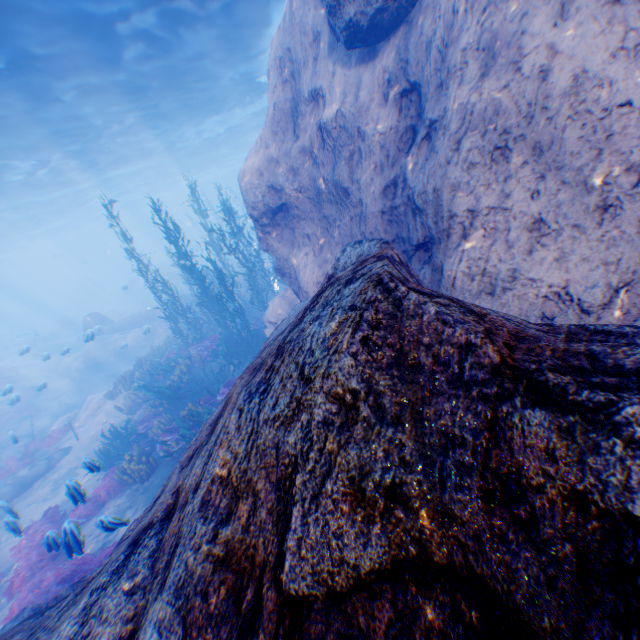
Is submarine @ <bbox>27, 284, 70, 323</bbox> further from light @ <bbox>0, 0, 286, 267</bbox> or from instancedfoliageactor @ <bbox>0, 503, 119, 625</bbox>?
instancedfoliageactor @ <bbox>0, 503, 119, 625</bbox>

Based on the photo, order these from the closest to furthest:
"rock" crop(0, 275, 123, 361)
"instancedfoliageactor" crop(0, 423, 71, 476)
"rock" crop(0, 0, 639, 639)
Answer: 1. "rock" crop(0, 0, 639, 639)
2. "instancedfoliageactor" crop(0, 423, 71, 476)
3. "rock" crop(0, 275, 123, 361)

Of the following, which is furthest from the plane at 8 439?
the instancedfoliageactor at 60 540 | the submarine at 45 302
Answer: the submarine at 45 302

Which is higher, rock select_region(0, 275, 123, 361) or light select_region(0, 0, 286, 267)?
light select_region(0, 0, 286, 267)

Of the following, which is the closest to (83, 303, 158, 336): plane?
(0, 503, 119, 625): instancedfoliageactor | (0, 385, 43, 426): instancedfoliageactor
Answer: (0, 385, 43, 426): instancedfoliageactor

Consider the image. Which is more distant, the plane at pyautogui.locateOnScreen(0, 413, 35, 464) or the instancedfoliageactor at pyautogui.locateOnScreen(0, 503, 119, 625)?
the plane at pyautogui.locateOnScreen(0, 413, 35, 464)

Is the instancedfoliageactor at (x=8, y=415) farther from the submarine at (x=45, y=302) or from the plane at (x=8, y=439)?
the submarine at (x=45, y=302)

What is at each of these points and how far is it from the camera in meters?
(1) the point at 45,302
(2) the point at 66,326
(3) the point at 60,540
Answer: (1) submarine, 59.1 m
(2) rock, 37.2 m
(3) instancedfoliageactor, 5.9 m
